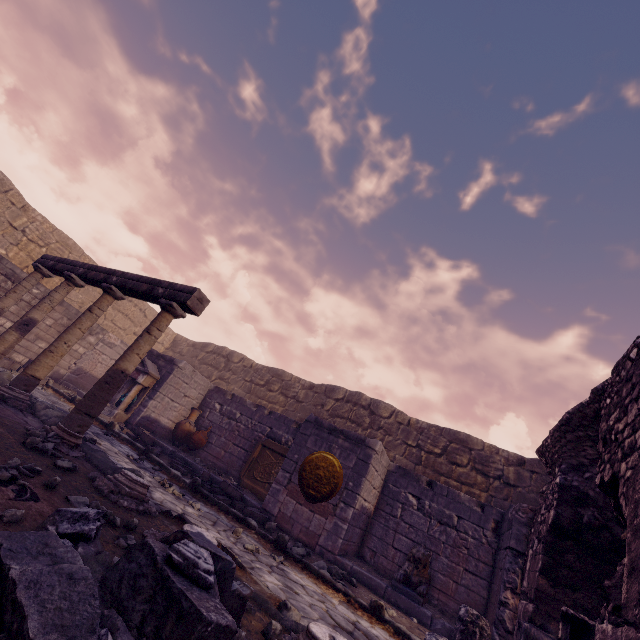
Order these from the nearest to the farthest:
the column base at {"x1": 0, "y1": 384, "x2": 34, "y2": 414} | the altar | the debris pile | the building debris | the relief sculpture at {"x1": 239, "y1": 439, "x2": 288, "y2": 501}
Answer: the debris pile < the building debris < the column base at {"x1": 0, "y1": 384, "x2": 34, "y2": 414} < the relief sculpture at {"x1": 239, "y1": 439, "x2": 288, "y2": 501} < the altar

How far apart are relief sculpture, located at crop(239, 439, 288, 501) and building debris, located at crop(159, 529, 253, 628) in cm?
689

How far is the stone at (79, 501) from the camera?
2.7m

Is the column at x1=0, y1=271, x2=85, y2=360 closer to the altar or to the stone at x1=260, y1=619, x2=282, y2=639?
the altar

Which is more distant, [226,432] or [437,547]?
[226,432]

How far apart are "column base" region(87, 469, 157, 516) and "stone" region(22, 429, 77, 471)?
0.4m

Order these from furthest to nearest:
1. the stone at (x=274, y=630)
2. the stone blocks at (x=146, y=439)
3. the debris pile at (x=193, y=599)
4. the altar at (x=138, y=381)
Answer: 1. the altar at (x=138, y=381)
2. the stone blocks at (x=146, y=439)
3. the stone at (x=274, y=630)
4. the debris pile at (x=193, y=599)

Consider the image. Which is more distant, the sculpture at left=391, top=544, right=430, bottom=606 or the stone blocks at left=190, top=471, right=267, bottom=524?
the stone blocks at left=190, top=471, right=267, bottom=524
